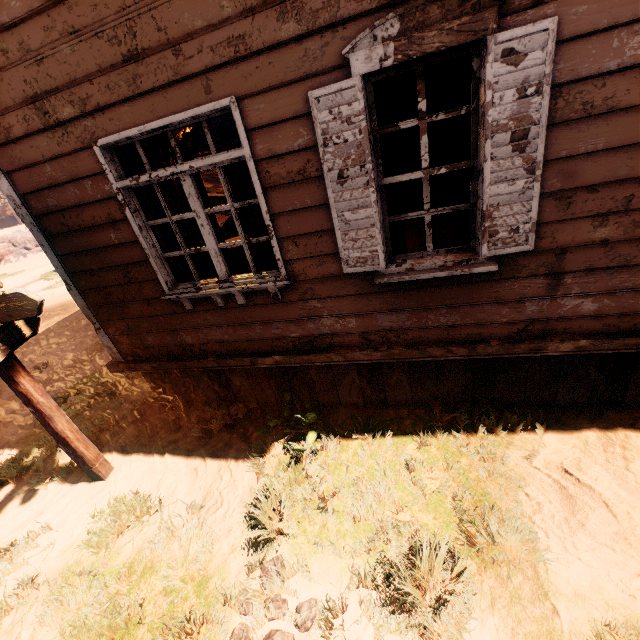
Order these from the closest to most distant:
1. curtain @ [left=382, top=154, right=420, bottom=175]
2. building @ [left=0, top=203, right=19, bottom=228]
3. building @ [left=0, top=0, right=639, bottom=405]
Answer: building @ [left=0, top=0, right=639, bottom=405]
curtain @ [left=382, top=154, right=420, bottom=175]
building @ [left=0, top=203, right=19, bottom=228]

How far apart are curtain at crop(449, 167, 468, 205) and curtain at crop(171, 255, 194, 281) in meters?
2.6

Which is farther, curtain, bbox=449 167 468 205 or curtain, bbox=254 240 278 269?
curtain, bbox=254 240 278 269

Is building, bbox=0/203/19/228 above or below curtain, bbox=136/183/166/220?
above

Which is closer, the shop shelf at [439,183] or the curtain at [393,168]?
the curtain at [393,168]

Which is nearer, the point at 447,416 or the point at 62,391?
the point at 447,416

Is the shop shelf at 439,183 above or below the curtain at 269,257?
below

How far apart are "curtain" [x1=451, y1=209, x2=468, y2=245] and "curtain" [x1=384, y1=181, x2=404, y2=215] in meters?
0.4
